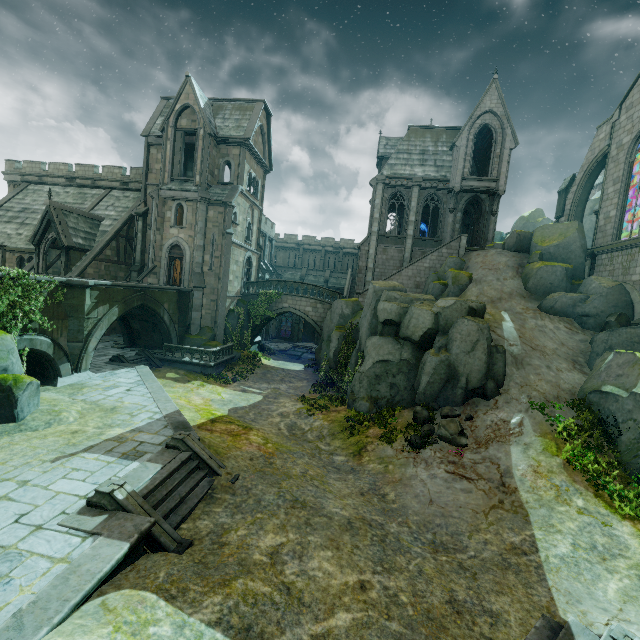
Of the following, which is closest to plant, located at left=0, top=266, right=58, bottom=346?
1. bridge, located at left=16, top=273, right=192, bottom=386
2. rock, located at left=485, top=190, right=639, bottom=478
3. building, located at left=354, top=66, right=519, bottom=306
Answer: bridge, located at left=16, top=273, right=192, bottom=386

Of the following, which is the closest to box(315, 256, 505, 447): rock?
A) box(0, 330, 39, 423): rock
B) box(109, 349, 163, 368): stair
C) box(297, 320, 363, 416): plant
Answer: box(297, 320, 363, 416): plant

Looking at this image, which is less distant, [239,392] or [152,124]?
[239,392]

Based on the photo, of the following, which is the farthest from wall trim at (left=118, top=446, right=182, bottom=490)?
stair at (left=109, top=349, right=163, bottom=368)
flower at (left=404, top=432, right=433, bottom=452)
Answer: flower at (left=404, top=432, right=433, bottom=452)

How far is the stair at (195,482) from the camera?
8.25m

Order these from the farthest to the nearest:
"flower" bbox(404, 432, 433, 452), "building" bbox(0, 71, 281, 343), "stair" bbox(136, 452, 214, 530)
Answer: "building" bbox(0, 71, 281, 343) < "flower" bbox(404, 432, 433, 452) < "stair" bbox(136, 452, 214, 530)

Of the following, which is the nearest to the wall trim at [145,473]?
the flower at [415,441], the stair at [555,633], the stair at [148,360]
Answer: the stair at [148,360]

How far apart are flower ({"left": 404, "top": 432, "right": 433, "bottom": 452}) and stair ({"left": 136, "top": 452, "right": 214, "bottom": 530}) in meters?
7.9
